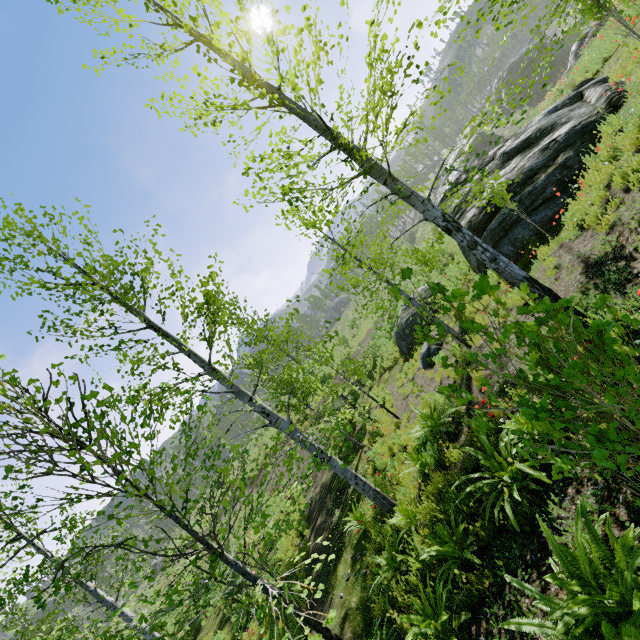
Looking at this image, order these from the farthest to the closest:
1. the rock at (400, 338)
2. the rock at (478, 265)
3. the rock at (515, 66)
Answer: the rock at (515, 66), the rock at (400, 338), the rock at (478, 265)

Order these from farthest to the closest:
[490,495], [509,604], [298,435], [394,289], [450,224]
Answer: [298,435]
[450,224]
[490,495]
[509,604]
[394,289]

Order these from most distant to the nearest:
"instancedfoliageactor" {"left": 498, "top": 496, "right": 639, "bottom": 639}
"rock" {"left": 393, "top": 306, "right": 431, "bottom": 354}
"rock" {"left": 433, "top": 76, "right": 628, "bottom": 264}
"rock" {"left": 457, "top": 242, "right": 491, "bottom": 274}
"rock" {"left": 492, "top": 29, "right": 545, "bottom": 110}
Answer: "rock" {"left": 492, "top": 29, "right": 545, "bottom": 110} → "rock" {"left": 393, "top": 306, "right": 431, "bottom": 354} → "rock" {"left": 457, "top": 242, "right": 491, "bottom": 274} → "rock" {"left": 433, "top": 76, "right": 628, "bottom": 264} → "instancedfoliageactor" {"left": 498, "top": 496, "right": 639, "bottom": 639}

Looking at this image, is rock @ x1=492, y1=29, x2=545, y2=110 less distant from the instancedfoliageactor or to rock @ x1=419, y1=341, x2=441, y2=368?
rock @ x1=419, y1=341, x2=441, y2=368

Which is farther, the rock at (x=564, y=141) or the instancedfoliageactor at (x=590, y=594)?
the rock at (x=564, y=141)

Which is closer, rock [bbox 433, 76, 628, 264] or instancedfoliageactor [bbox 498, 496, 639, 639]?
instancedfoliageactor [bbox 498, 496, 639, 639]

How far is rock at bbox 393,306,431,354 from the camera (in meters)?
15.62

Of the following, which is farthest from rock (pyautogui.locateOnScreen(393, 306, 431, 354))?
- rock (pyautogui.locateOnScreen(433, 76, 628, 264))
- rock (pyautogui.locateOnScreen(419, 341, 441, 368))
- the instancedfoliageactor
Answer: the instancedfoliageactor
